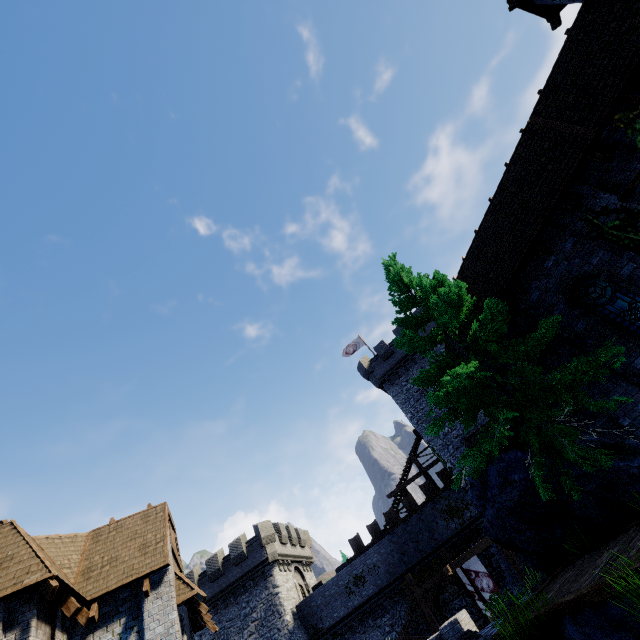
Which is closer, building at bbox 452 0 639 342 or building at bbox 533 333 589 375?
building at bbox 452 0 639 342

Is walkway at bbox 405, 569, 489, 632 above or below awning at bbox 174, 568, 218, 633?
below

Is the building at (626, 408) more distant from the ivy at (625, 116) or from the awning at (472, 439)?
the awning at (472, 439)

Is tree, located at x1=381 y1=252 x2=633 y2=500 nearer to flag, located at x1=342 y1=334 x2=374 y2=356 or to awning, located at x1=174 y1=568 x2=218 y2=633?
awning, located at x1=174 y1=568 x2=218 y2=633

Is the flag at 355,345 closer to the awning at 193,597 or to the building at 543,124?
the building at 543,124

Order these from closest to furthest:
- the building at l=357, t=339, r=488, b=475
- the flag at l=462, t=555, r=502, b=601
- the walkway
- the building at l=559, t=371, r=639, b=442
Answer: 1. the building at l=559, t=371, r=639, b=442
2. the flag at l=462, t=555, r=502, b=601
3. the walkway
4. the building at l=357, t=339, r=488, b=475

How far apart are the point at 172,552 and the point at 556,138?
20.9 meters

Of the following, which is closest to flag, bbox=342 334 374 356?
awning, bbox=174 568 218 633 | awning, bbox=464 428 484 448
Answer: awning, bbox=464 428 484 448
